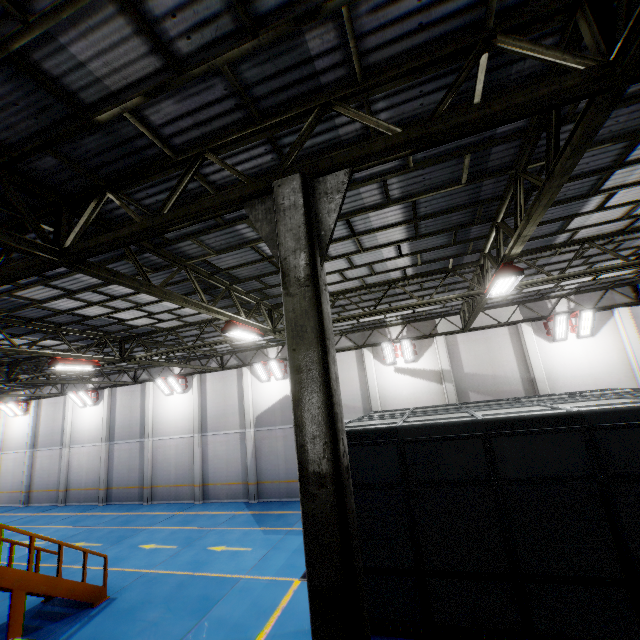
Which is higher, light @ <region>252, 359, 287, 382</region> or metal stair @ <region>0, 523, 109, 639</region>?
light @ <region>252, 359, 287, 382</region>

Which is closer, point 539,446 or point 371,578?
point 539,446

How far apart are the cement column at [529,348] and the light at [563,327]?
0.54m

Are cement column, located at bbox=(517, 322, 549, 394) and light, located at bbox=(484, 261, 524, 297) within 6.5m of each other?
no

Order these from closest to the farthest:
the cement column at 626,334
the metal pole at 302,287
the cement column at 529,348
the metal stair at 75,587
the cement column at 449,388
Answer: the metal pole at 302,287 < the metal stair at 75,587 < the cement column at 626,334 < the cement column at 529,348 < the cement column at 449,388

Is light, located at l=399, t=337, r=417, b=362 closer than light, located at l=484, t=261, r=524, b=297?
No

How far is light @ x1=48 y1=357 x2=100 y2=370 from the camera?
11.86m

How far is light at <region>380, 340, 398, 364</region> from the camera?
17.2 meters
